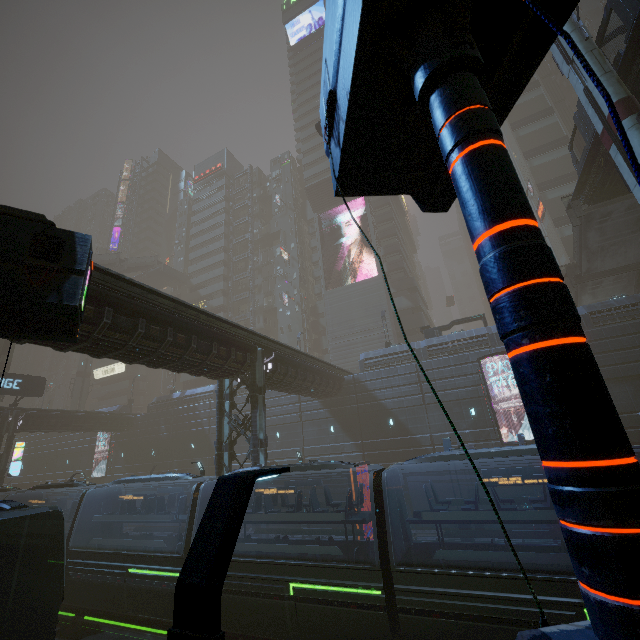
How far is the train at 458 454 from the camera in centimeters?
1070cm

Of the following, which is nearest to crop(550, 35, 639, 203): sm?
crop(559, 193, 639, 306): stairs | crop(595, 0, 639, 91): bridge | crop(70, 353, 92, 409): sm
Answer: crop(595, 0, 639, 91): bridge

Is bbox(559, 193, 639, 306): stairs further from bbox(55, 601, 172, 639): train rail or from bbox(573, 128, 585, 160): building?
bbox(55, 601, 172, 639): train rail

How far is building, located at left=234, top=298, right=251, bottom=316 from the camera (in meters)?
56.47

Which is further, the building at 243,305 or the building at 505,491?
the building at 243,305

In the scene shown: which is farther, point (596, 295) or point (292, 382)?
point (596, 295)

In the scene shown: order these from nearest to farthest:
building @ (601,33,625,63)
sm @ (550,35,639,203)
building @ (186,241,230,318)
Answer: sm @ (550,35,639,203) → building @ (601,33,625,63) → building @ (186,241,230,318)
